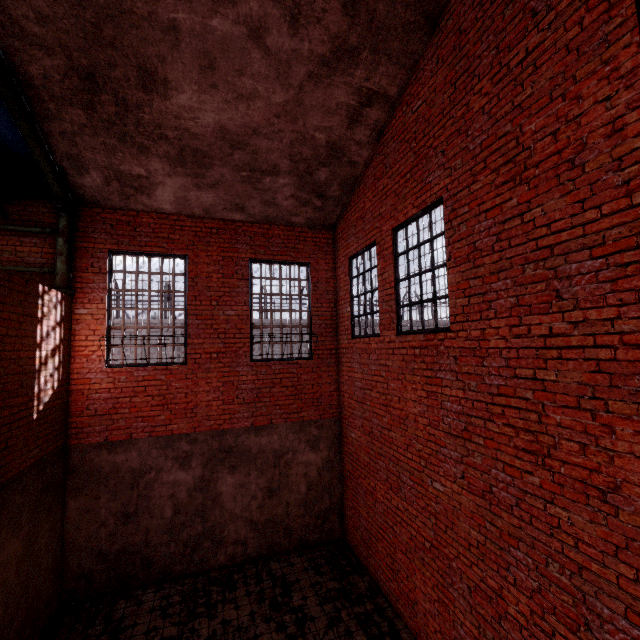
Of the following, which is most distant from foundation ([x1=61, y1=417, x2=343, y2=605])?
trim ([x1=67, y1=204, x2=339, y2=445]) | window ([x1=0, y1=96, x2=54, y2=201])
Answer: window ([x1=0, y1=96, x2=54, y2=201])

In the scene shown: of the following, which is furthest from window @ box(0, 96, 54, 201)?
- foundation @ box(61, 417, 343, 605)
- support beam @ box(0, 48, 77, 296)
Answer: foundation @ box(61, 417, 343, 605)

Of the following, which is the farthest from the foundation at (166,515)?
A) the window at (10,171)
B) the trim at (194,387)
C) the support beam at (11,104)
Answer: the window at (10,171)

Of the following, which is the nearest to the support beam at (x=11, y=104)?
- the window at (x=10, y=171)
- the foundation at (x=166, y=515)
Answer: the window at (x=10, y=171)

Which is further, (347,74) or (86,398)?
(86,398)

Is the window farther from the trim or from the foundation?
the foundation

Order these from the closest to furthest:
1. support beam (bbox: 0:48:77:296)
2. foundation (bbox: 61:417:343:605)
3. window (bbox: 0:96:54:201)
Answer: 1. support beam (bbox: 0:48:77:296)
2. window (bbox: 0:96:54:201)
3. foundation (bbox: 61:417:343:605)
